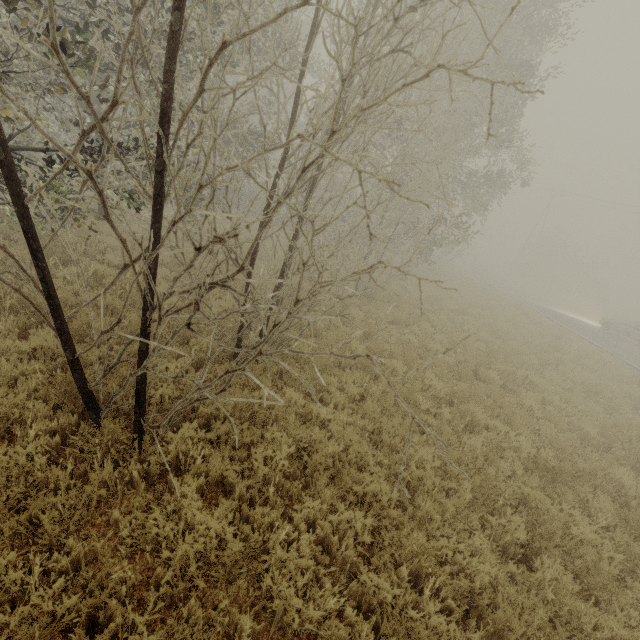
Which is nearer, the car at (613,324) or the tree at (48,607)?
the tree at (48,607)

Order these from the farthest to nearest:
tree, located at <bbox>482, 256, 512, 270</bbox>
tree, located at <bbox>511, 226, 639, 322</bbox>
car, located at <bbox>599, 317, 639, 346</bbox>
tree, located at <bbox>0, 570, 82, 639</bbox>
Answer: tree, located at <bbox>482, 256, 512, 270</bbox> → tree, located at <bbox>511, 226, 639, 322</bbox> → car, located at <bbox>599, 317, 639, 346</bbox> → tree, located at <bbox>0, 570, 82, 639</bbox>

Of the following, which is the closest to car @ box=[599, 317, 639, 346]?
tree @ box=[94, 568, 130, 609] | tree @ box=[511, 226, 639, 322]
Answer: tree @ box=[511, 226, 639, 322]

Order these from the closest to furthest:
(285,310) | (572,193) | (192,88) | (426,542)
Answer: (426,542)
(285,310)
(192,88)
(572,193)

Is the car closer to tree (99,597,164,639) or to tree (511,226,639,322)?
tree (511,226,639,322)

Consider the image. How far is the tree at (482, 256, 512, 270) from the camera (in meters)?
51.35

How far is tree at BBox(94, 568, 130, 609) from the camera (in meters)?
2.84

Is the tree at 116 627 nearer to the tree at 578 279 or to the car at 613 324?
the tree at 578 279
